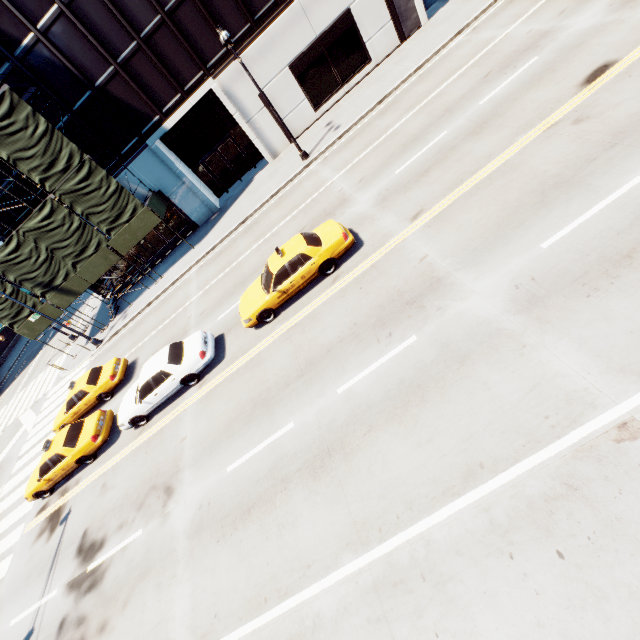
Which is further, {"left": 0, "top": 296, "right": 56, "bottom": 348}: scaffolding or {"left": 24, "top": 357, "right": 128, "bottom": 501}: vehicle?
{"left": 0, "top": 296, "right": 56, "bottom": 348}: scaffolding

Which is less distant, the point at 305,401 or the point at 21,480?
the point at 305,401

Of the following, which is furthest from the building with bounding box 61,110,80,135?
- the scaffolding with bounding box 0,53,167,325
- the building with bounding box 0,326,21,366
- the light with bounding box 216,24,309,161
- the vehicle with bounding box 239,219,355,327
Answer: the building with bounding box 0,326,21,366

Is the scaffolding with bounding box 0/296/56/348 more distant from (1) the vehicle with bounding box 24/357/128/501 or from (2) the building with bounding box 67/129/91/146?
(1) the vehicle with bounding box 24/357/128/501

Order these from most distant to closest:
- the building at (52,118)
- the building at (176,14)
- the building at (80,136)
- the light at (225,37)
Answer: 1. the building at (80,136)
2. the building at (52,118)
3. the building at (176,14)
4. the light at (225,37)

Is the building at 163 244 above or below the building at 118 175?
below

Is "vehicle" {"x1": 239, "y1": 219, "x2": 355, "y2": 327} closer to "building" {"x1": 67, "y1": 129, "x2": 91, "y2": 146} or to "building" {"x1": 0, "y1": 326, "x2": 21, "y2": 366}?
"building" {"x1": 67, "y1": 129, "x2": 91, "y2": 146}

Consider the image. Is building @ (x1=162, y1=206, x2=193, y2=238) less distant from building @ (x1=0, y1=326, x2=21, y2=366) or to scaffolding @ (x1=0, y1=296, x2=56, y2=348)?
scaffolding @ (x1=0, y1=296, x2=56, y2=348)
